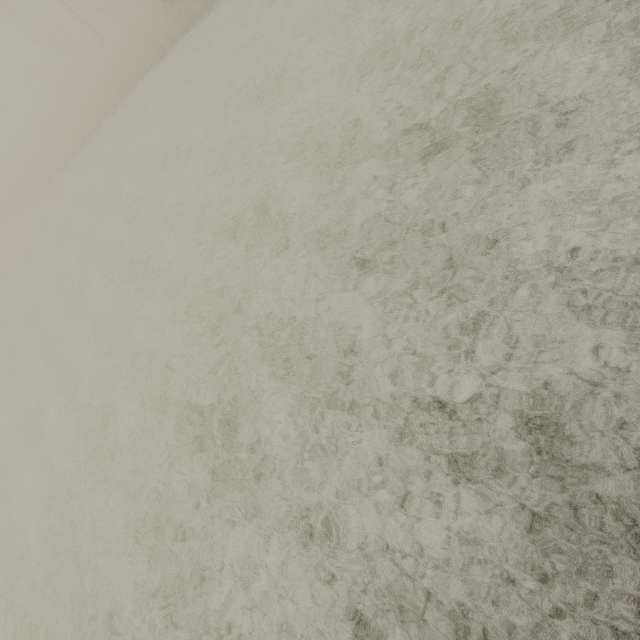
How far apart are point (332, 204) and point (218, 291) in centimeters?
379cm
